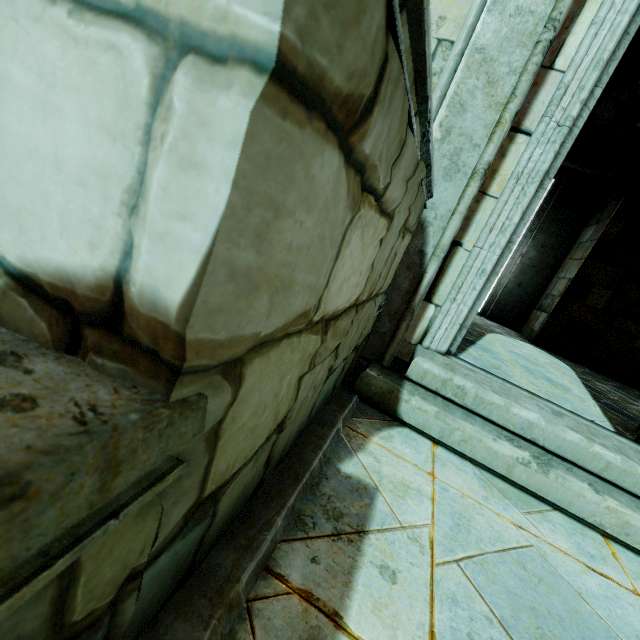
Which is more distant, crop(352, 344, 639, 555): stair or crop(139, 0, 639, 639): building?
crop(352, 344, 639, 555): stair

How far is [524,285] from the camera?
8.3m

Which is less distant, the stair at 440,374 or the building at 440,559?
the building at 440,559
